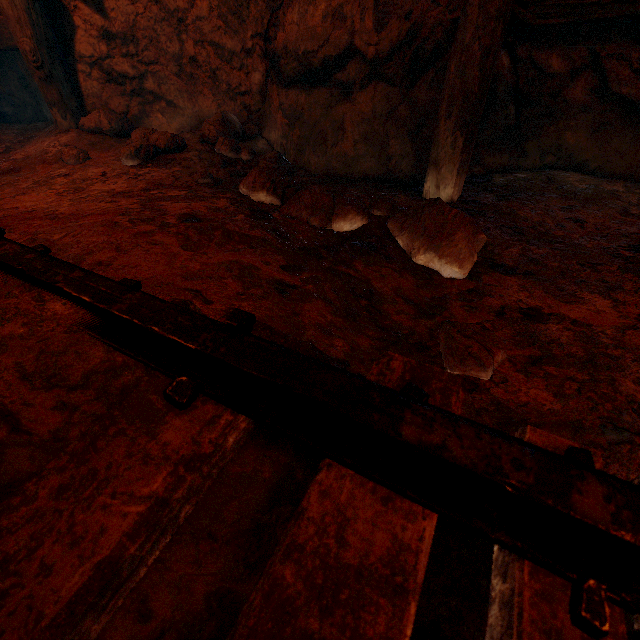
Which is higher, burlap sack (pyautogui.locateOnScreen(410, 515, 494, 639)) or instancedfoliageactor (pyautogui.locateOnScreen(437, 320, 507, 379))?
instancedfoliageactor (pyautogui.locateOnScreen(437, 320, 507, 379))

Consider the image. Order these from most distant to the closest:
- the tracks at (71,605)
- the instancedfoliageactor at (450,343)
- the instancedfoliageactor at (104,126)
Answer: the instancedfoliageactor at (104,126)
the instancedfoliageactor at (450,343)
the tracks at (71,605)

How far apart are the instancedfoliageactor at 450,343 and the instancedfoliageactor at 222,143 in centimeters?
233cm

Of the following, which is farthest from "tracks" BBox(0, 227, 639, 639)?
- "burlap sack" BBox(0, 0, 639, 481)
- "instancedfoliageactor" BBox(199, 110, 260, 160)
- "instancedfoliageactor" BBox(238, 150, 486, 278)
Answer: "instancedfoliageactor" BBox(199, 110, 260, 160)

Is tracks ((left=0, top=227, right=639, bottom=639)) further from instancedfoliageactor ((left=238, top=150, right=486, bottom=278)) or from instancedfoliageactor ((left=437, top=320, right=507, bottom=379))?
instancedfoliageactor ((left=238, top=150, right=486, bottom=278))

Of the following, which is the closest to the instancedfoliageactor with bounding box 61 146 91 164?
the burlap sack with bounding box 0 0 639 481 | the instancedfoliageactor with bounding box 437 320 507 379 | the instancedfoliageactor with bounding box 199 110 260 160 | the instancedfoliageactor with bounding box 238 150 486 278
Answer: the burlap sack with bounding box 0 0 639 481

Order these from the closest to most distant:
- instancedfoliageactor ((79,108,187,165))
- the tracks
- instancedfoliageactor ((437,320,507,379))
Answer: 1. the tracks
2. instancedfoliageactor ((437,320,507,379))
3. instancedfoliageactor ((79,108,187,165))

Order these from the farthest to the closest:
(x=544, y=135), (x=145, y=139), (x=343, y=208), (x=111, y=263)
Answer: (x=145, y=139) → (x=544, y=135) → (x=343, y=208) → (x=111, y=263)
